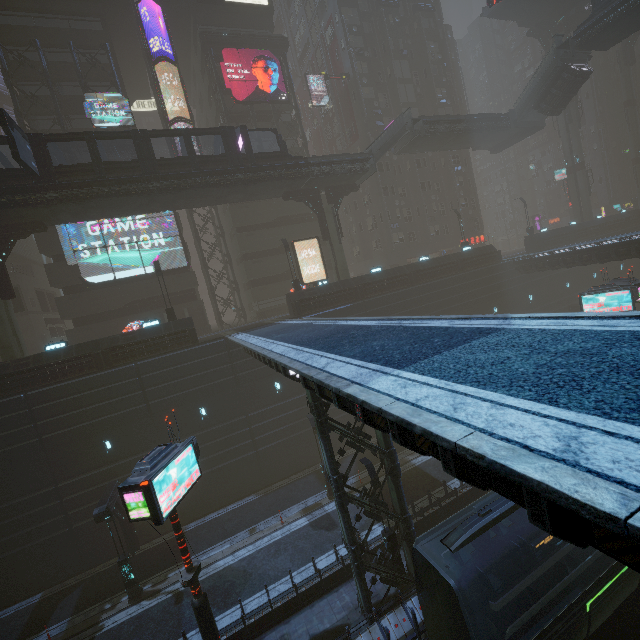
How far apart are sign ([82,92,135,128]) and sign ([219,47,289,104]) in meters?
9.0

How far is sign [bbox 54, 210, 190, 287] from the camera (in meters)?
28.80

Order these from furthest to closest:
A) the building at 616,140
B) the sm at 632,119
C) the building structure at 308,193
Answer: the sm at 632,119, the building at 616,140, the building structure at 308,193

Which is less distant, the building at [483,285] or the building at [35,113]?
the building at [483,285]

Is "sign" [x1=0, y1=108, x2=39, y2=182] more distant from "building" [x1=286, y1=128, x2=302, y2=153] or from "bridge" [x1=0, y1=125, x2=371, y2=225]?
"building" [x1=286, y1=128, x2=302, y2=153]

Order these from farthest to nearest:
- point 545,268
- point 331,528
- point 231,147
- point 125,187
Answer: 1. point 545,268
2. point 231,147
3. point 125,187
4. point 331,528

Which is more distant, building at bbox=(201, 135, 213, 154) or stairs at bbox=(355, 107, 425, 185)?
building at bbox=(201, 135, 213, 154)

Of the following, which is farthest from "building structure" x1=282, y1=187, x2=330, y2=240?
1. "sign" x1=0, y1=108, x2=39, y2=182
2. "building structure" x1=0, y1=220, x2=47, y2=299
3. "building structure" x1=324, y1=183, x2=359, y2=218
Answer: "building structure" x1=0, y1=220, x2=47, y2=299
